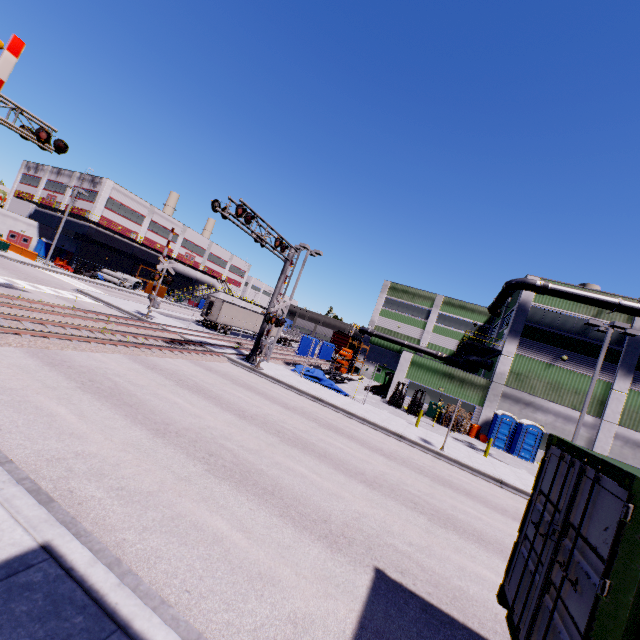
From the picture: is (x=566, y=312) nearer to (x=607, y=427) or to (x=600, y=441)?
(x=607, y=427)

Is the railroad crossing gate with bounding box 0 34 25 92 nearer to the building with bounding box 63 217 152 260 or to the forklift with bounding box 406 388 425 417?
the building with bounding box 63 217 152 260

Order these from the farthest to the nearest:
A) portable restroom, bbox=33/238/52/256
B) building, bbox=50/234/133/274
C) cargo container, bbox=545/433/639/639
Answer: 1. portable restroom, bbox=33/238/52/256
2. building, bbox=50/234/133/274
3. cargo container, bbox=545/433/639/639

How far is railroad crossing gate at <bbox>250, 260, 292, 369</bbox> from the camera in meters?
21.0 m

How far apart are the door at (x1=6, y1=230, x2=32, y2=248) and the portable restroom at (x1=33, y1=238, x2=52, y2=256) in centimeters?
77cm

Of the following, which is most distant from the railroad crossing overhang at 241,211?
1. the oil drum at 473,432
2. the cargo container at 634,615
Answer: the oil drum at 473,432

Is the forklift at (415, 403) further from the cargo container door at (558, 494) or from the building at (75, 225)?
the cargo container door at (558, 494)

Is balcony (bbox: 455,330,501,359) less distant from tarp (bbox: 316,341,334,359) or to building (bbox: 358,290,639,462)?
building (bbox: 358,290,639,462)
